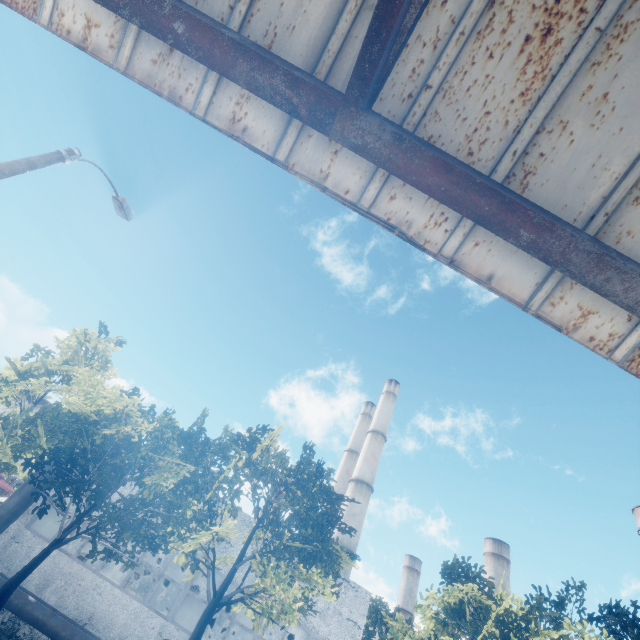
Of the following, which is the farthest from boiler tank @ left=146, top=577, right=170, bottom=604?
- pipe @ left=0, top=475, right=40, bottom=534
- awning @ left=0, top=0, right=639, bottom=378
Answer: awning @ left=0, top=0, right=639, bottom=378

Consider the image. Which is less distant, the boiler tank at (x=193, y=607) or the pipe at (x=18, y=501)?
the pipe at (x=18, y=501)

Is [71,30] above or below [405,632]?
below

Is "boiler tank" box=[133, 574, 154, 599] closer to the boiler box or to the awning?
the boiler box

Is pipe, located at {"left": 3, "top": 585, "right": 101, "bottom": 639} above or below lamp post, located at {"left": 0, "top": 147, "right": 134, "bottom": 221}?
below

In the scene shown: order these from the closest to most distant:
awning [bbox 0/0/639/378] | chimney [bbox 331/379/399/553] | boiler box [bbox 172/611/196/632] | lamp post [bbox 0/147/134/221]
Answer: awning [bbox 0/0/639/378]
lamp post [bbox 0/147/134/221]
boiler box [bbox 172/611/196/632]
chimney [bbox 331/379/399/553]

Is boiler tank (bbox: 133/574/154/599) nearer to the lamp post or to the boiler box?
the boiler box

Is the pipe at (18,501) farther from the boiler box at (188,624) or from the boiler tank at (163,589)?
the boiler tank at (163,589)
